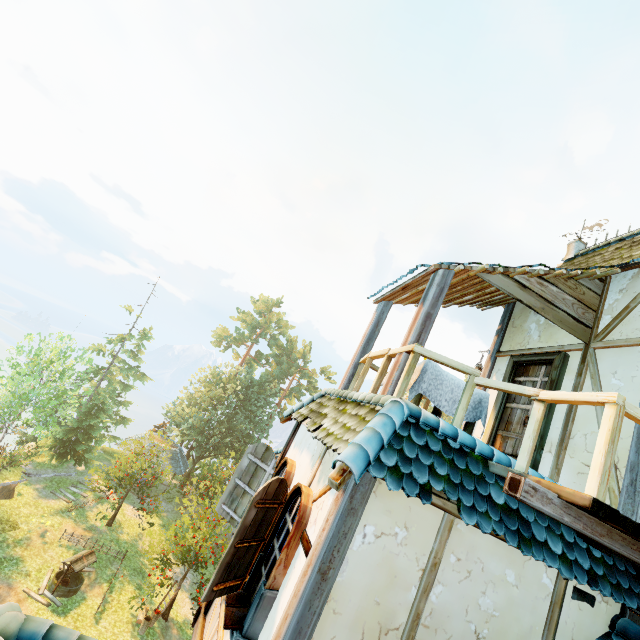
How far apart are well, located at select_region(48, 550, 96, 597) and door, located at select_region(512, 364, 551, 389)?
22.5m

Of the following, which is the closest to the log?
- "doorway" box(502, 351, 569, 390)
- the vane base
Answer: "doorway" box(502, 351, 569, 390)

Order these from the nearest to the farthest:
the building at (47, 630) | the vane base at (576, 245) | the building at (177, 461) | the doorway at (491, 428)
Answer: the building at (47, 630) → the doorway at (491, 428) → the vane base at (576, 245) → the building at (177, 461)

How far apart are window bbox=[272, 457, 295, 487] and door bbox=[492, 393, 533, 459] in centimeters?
372cm

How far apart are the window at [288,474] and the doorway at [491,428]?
3.65m

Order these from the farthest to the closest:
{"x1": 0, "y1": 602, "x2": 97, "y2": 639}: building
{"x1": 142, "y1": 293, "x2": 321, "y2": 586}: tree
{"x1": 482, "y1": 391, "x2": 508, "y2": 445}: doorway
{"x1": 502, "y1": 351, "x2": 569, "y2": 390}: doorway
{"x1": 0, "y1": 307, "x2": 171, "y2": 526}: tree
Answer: {"x1": 0, "y1": 307, "x2": 171, "y2": 526}: tree
{"x1": 142, "y1": 293, "x2": 321, "y2": 586}: tree
{"x1": 482, "y1": 391, "x2": 508, "y2": 445}: doorway
{"x1": 502, "y1": 351, "x2": 569, "y2": 390}: doorway
{"x1": 0, "y1": 602, "x2": 97, "y2": 639}: building

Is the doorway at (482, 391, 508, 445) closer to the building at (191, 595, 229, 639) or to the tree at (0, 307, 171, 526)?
the building at (191, 595, 229, 639)

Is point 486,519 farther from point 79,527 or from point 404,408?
point 79,527
